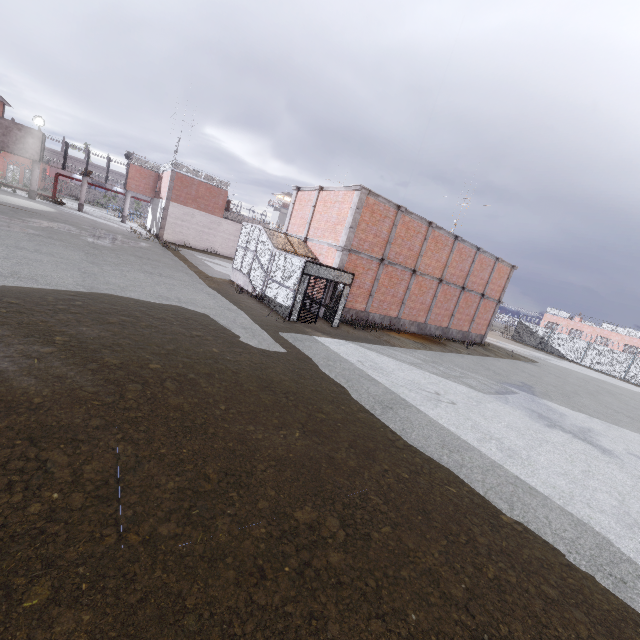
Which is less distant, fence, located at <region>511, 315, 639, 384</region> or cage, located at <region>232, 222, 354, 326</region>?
cage, located at <region>232, 222, 354, 326</region>

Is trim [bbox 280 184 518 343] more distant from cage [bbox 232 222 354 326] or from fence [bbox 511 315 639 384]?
fence [bbox 511 315 639 384]

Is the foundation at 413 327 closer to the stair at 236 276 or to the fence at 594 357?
the stair at 236 276

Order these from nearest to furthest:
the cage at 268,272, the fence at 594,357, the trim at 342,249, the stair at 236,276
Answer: the cage at 268,272 → the trim at 342,249 → the stair at 236,276 → the fence at 594,357

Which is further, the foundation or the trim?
the foundation

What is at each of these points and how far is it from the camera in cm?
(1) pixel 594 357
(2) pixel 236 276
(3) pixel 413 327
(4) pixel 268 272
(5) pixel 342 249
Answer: (1) fence, 3681
(2) stair, 2044
(3) foundation, 2230
(4) cage, 1695
(5) trim, 1681

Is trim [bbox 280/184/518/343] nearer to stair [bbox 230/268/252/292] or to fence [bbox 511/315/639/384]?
stair [bbox 230/268/252/292]

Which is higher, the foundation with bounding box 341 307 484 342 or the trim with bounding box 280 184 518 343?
the trim with bounding box 280 184 518 343
